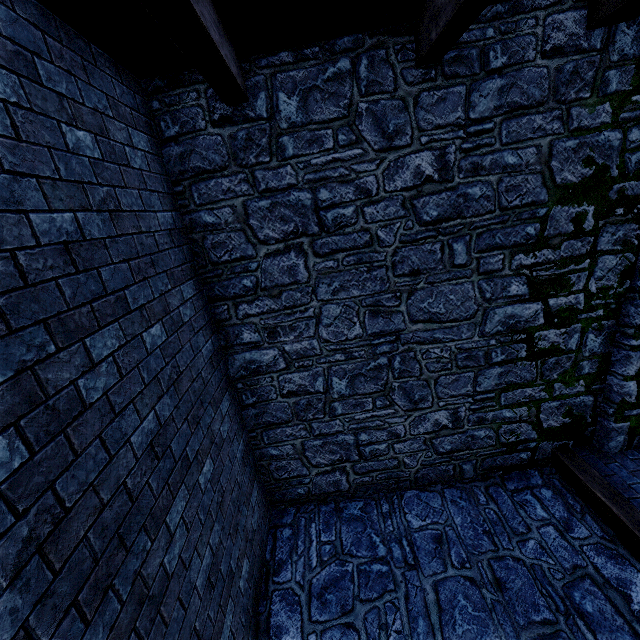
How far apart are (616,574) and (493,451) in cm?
170
